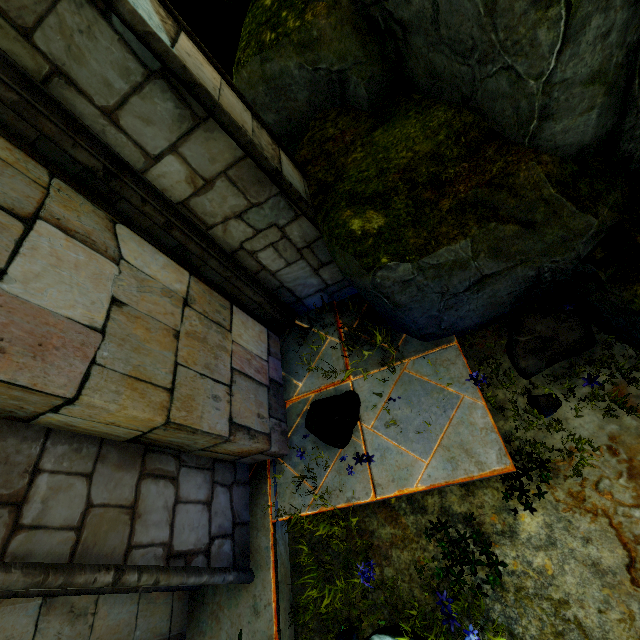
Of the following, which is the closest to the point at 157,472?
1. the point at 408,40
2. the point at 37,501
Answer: the point at 37,501

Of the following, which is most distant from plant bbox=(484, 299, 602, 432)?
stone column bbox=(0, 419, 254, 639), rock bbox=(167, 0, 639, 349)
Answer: stone column bbox=(0, 419, 254, 639)

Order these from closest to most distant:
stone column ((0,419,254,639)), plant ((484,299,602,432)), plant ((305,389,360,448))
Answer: stone column ((0,419,254,639))
plant ((484,299,602,432))
plant ((305,389,360,448))

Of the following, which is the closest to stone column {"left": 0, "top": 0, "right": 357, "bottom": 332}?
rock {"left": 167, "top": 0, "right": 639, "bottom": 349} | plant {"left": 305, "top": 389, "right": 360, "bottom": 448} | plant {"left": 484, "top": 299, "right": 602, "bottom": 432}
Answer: rock {"left": 167, "top": 0, "right": 639, "bottom": 349}

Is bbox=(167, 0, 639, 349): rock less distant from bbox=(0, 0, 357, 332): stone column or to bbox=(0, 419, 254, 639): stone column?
bbox=(0, 0, 357, 332): stone column

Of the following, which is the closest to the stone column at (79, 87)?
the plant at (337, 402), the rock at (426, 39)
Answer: the rock at (426, 39)

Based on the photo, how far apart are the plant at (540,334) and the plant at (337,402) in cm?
138

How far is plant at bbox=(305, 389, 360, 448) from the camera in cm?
319
